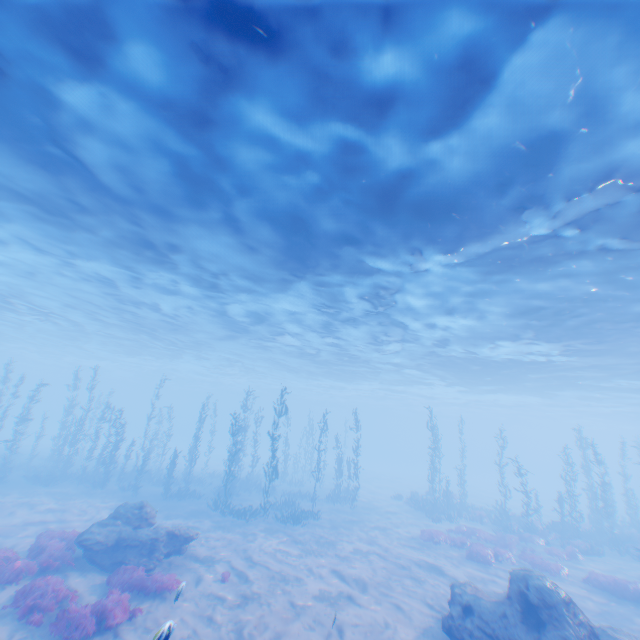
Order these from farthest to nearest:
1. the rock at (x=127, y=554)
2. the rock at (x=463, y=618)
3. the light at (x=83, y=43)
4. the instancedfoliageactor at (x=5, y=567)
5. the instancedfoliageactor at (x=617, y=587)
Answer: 1. the instancedfoliageactor at (x=617, y=587)
2. the rock at (x=127, y=554)
3. the instancedfoliageactor at (x=5, y=567)
4. the rock at (x=463, y=618)
5. the light at (x=83, y=43)

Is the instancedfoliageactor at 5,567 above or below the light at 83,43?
below

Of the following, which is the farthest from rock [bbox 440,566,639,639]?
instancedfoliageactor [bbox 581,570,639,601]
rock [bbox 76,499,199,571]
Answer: rock [bbox 76,499,199,571]

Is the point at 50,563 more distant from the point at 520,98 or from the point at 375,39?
the point at 520,98

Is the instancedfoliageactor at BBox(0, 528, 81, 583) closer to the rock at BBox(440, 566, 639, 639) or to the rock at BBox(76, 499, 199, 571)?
the rock at BBox(76, 499, 199, 571)

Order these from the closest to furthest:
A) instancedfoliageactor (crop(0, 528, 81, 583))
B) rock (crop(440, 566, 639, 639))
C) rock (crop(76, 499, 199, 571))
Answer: rock (crop(440, 566, 639, 639)) → instancedfoliageactor (crop(0, 528, 81, 583)) → rock (crop(76, 499, 199, 571))

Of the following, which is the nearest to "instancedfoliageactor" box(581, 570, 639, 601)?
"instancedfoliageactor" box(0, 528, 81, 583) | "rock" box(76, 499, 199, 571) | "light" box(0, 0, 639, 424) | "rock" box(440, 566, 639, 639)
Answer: "rock" box(440, 566, 639, 639)
